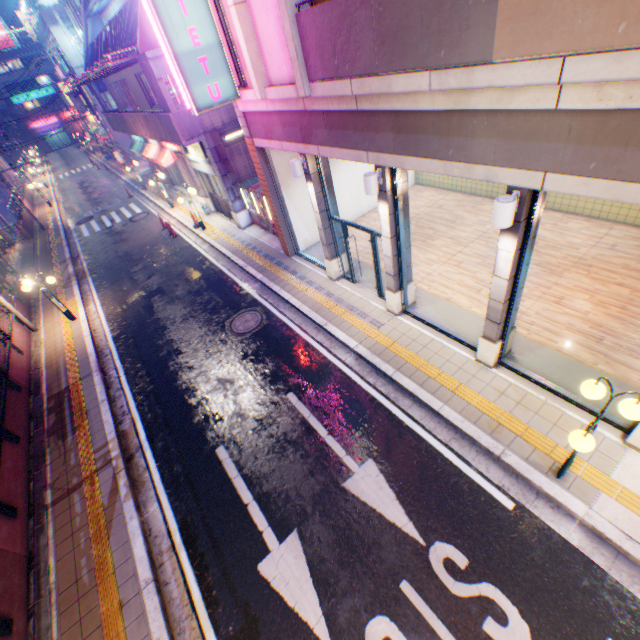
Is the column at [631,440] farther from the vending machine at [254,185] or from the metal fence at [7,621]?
the vending machine at [254,185]

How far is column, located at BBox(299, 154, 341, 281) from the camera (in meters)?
8.91

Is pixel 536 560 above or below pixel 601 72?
below

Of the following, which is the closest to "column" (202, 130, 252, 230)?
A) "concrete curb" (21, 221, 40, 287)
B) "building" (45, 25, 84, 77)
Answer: "concrete curb" (21, 221, 40, 287)

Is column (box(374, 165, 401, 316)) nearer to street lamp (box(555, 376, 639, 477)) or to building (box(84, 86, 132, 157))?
street lamp (box(555, 376, 639, 477))

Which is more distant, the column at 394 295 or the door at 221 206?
the door at 221 206

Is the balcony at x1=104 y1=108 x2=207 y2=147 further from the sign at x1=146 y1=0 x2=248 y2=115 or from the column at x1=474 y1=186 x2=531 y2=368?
the column at x1=474 y1=186 x2=531 y2=368

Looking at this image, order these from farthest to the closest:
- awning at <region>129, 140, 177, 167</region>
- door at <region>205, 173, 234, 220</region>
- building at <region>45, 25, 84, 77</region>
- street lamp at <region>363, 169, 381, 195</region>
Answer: building at <region>45, 25, 84, 77</region>, awning at <region>129, 140, 177, 167</region>, door at <region>205, 173, 234, 220</region>, street lamp at <region>363, 169, 381, 195</region>
